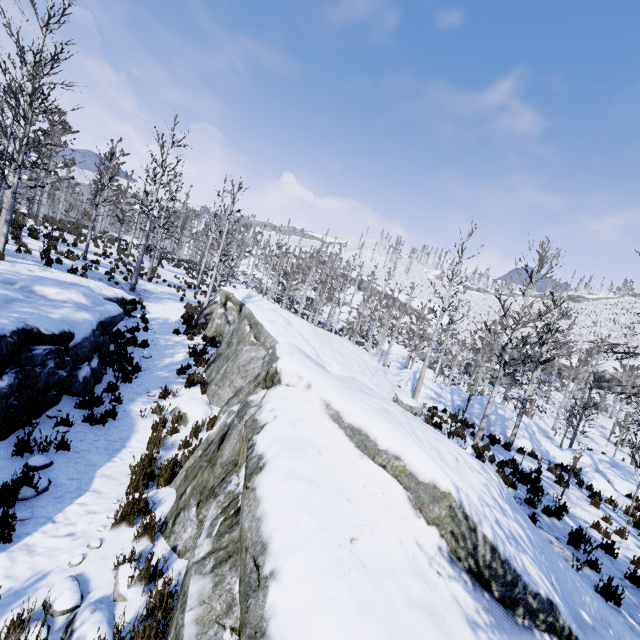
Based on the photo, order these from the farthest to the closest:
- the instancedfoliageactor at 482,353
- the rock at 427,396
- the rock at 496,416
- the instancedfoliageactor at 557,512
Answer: the rock at 427,396, the rock at 496,416, the instancedfoliageactor at 482,353, the instancedfoliageactor at 557,512

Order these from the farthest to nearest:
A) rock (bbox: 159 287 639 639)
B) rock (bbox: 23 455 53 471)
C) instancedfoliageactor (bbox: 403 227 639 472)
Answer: instancedfoliageactor (bbox: 403 227 639 472) < rock (bbox: 23 455 53 471) < rock (bbox: 159 287 639 639)

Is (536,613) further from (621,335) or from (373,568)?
(621,335)

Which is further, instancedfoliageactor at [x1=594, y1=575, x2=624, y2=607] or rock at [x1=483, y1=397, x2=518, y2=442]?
rock at [x1=483, y1=397, x2=518, y2=442]

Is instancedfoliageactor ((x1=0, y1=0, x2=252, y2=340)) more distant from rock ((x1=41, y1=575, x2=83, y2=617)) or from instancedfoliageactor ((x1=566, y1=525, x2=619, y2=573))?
instancedfoliageactor ((x1=566, y1=525, x2=619, y2=573))

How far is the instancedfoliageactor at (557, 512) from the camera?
8.23m

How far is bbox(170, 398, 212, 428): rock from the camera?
7.5 meters
